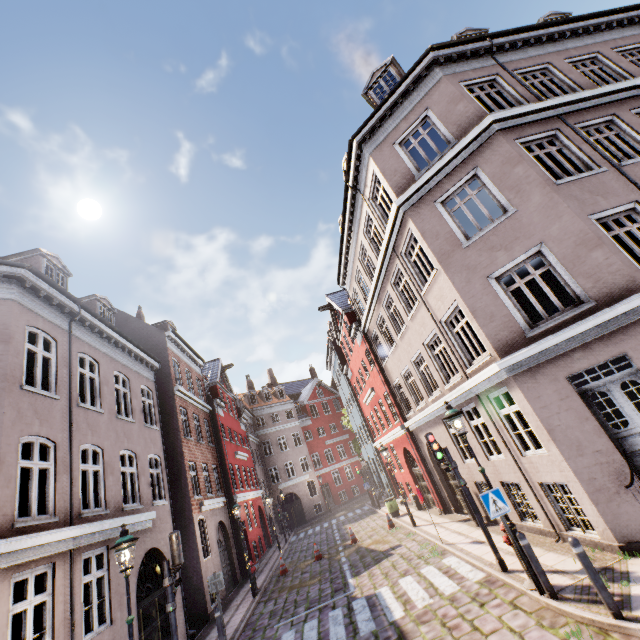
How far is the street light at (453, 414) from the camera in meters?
7.3

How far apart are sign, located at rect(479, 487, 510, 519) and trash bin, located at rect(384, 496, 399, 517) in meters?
14.3

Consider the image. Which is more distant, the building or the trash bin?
the trash bin

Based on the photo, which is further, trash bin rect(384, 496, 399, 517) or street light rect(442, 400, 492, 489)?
trash bin rect(384, 496, 399, 517)

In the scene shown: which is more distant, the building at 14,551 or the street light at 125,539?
the building at 14,551

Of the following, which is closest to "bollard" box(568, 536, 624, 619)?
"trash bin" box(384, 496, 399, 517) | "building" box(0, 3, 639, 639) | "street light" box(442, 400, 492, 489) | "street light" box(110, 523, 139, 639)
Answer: "street light" box(442, 400, 492, 489)

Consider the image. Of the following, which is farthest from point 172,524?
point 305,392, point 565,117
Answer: Result: point 305,392

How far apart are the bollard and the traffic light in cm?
833
